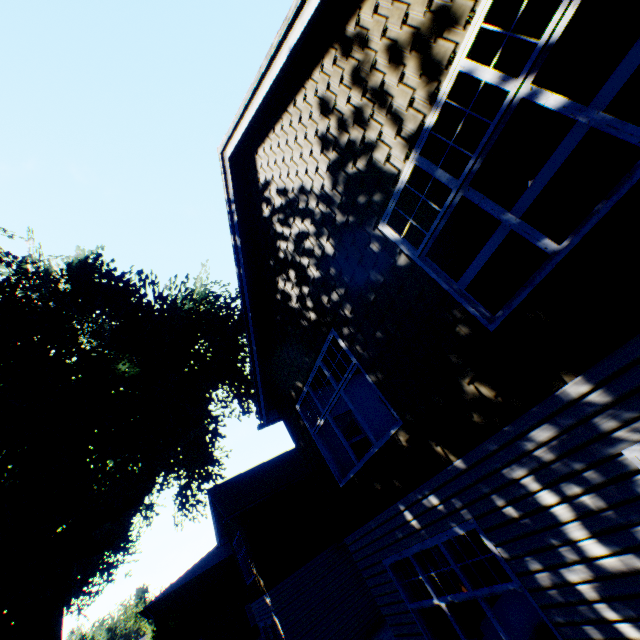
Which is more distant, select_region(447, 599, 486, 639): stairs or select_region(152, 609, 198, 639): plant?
select_region(152, 609, 198, 639): plant

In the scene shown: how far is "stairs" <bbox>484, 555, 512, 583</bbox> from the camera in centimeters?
460cm

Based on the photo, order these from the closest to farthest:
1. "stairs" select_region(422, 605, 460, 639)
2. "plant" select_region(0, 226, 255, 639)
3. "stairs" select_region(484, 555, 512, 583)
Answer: "stairs" select_region(484, 555, 512, 583), "stairs" select_region(422, 605, 460, 639), "plant" select_region(0, 226, 255, 639)

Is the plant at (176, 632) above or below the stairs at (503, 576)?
above

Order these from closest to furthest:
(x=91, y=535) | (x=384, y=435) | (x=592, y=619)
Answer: (x=592, y=619), (x=384, y=435), (x=91, y=535)

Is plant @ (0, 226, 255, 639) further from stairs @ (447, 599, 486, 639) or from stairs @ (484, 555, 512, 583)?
stairs @ (484, 555, 512, 583)

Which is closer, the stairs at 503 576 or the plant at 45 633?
the stairs at 503 576

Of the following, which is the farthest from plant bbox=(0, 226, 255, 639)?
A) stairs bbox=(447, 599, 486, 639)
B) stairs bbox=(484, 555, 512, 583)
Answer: stairs bbox=(484, 555, 512, 583)
